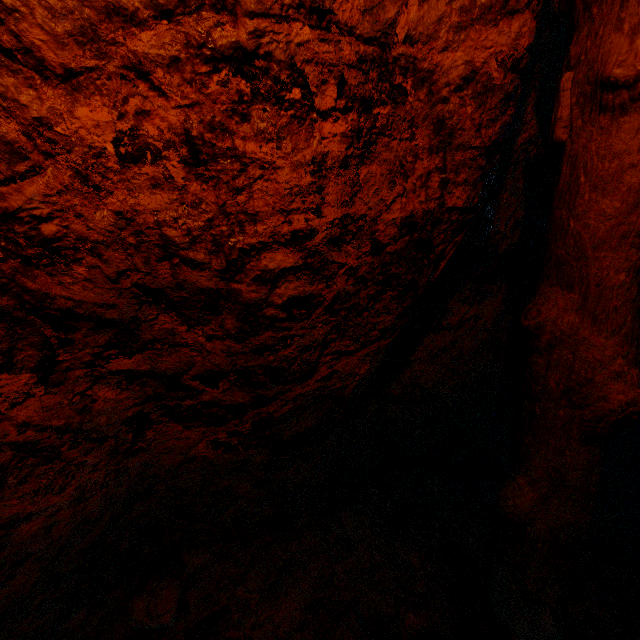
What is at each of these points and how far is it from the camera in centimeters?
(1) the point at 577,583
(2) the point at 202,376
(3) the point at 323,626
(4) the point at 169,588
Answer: (1) instancedfoliageactor, 171cm
(2) z, 152cm
(3) instancedfoliageactor, 150cm
(4) instancedfoliageactor, 157cm

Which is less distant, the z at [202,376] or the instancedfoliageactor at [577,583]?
the z at [202,376]

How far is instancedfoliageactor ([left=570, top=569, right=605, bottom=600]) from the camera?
1.67m

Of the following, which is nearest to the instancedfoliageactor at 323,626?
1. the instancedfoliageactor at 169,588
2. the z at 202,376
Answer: the z at 202,376

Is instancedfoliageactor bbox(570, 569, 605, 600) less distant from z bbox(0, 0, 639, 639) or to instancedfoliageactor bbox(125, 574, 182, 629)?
z bbox(0, 0, 639, 639)

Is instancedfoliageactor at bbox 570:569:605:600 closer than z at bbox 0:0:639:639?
No

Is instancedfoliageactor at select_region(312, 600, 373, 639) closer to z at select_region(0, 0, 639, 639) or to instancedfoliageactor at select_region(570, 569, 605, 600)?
z at select_region(0, 0, 639, 639)

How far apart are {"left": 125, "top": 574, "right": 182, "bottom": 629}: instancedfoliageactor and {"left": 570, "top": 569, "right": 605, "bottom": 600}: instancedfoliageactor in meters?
2.0 m
